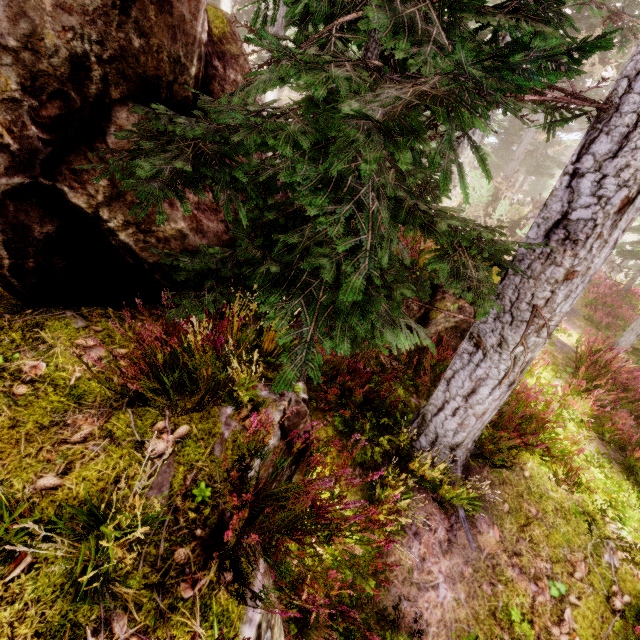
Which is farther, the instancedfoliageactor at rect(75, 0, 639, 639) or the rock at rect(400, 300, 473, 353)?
the rock at rect(400, 300, 473, 353)

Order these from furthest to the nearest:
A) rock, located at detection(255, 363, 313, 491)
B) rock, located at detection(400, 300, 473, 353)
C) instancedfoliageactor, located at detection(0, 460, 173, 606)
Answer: rock, located at detection(400, 300, 473, 353) < rock, located at detection(255, 363, 313, 491) < instancedfoliageactor, located at detection(0, 460, 173, 606)

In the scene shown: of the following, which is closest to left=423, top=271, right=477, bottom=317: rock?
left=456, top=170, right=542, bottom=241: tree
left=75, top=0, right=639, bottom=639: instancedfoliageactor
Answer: left=75, top=0, right=639, bottom=639: instancedfoliageactor

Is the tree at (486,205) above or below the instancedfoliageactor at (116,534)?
below

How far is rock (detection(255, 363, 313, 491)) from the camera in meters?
3.2 m

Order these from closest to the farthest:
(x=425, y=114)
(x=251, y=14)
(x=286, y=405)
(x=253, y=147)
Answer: (x=253, y=147)
(x=286, y=405)
(x=425, y=114)
(x=251, y=14)

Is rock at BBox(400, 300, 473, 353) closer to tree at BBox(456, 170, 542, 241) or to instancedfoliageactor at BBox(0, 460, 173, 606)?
instancedfoliageactor at BBox(0, 460, 173, 606)

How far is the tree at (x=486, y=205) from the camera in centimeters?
1483cm
